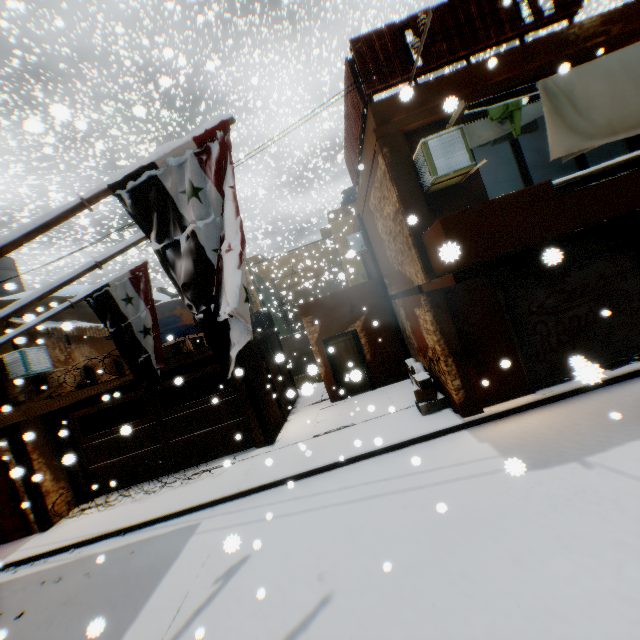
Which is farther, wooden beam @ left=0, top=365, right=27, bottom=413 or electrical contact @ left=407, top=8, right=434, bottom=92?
wooden beam @ left=0, top=365, right=27, bottom=413

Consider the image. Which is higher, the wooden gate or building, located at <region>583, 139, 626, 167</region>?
building, located at <region>583, 139, 626, 167</region>

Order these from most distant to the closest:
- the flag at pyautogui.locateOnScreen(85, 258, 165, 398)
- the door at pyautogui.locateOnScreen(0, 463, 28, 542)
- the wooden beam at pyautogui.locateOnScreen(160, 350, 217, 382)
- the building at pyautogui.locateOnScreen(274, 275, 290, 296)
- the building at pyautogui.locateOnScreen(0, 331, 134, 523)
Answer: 1. the building at pyautogui.locateOnScreen(274, 275, 290, 296)
2. the wooden beam at pyautogui.locateOnScreen(160, 350, 217, 382)
3. the door at pyautogui.locateOnScreen(0, 463, 28, 542)
4. the building at pyautogui.locateOnScreen(0, 331, 134, 523)
5. the flag at pyautogui.locateOnScreen(85, 258, 165, 398)

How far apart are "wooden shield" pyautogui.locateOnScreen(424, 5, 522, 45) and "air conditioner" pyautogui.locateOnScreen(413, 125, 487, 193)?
0.6m

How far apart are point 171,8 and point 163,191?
8.5 meters

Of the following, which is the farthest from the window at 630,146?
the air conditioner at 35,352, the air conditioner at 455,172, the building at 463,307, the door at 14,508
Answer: the air conditioner at 35,352

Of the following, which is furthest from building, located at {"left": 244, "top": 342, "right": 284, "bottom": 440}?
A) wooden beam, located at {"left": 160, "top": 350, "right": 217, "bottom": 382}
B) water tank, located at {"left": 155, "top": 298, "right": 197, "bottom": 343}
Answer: water tank, located at {"left": 155, "top": 298, "right": 197, "bottom": 343}

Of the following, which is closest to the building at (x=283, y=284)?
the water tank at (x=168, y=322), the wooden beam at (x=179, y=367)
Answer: the wooden beam at (x=179, y=367)
